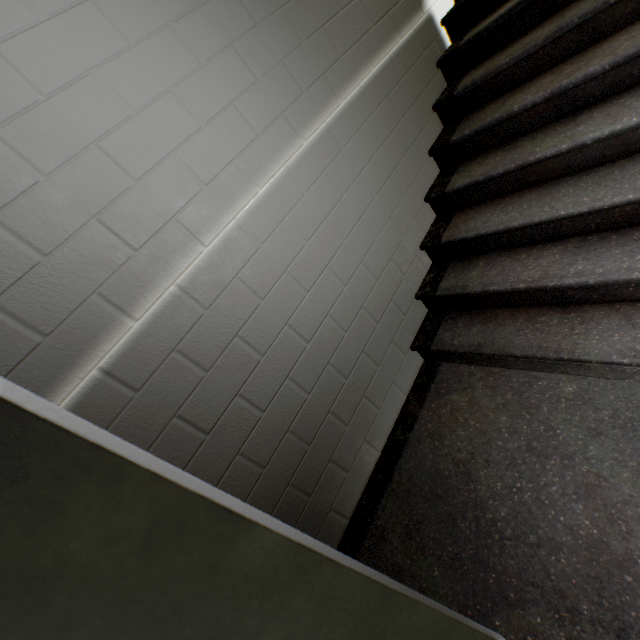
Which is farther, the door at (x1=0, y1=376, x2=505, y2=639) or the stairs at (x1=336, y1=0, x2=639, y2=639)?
the stairs at (x1=336, y1=0, x2=639, y2=639)

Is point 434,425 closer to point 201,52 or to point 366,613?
point 366,613

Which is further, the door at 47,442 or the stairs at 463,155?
the stairs at 463,155
